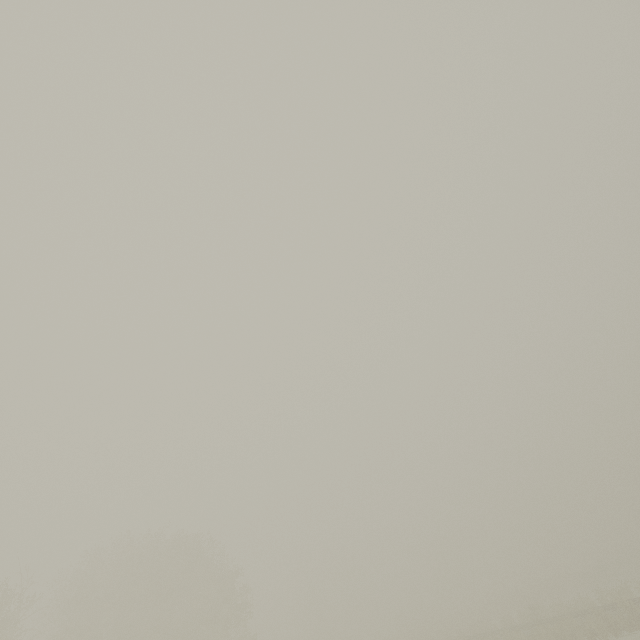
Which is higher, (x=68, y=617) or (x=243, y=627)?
(x=68, y=617)
